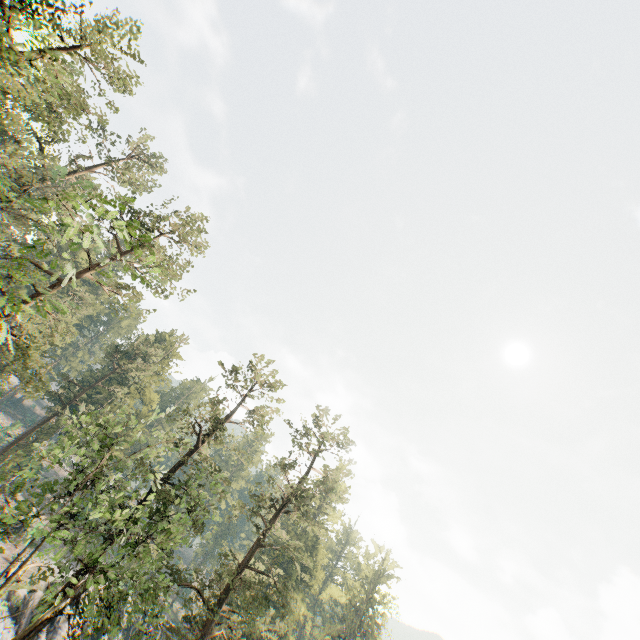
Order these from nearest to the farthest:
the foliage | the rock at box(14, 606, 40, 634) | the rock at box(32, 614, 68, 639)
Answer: the foliage
the rock at box(14, 606, 40, 634)
the rock at box(32, 614, 68, 639)

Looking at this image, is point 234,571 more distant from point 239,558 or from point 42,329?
point 42,329

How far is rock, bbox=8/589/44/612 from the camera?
28.9 meters

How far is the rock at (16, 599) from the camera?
28.9 meters

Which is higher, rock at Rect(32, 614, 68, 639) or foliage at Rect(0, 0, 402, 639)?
foliage at Rect(0, 0, 402, 639)
